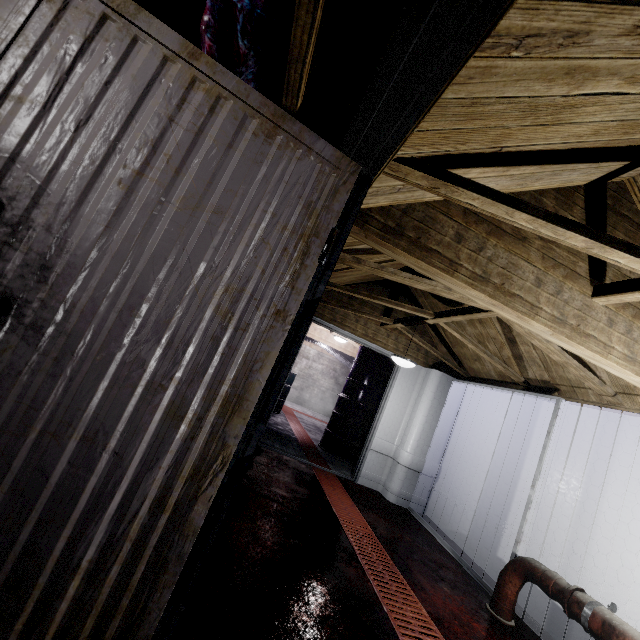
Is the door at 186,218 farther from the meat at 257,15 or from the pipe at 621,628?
the pipe at 621,628

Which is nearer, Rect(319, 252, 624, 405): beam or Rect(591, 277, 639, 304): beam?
Rect(591, 277, 639, 304): beam

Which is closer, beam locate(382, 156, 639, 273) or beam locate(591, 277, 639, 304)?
beam locate(382, 156, 639, 273)

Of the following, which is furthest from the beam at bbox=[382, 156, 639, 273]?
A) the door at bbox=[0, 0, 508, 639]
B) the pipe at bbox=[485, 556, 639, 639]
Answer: the pipe at bbox=[485, 556, 639, 639]

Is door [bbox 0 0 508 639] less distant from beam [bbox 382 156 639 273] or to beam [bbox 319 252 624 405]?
beam [bbox 382 156 639 273]

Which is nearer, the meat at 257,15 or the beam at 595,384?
the meat at 257,15

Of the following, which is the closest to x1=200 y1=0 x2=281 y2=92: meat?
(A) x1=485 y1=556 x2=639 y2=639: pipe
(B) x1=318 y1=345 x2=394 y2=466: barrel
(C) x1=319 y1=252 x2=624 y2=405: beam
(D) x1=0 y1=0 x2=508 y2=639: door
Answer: (D) x1=0 y1=0 x2=508 y2=639: door

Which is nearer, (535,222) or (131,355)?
(131,355)
